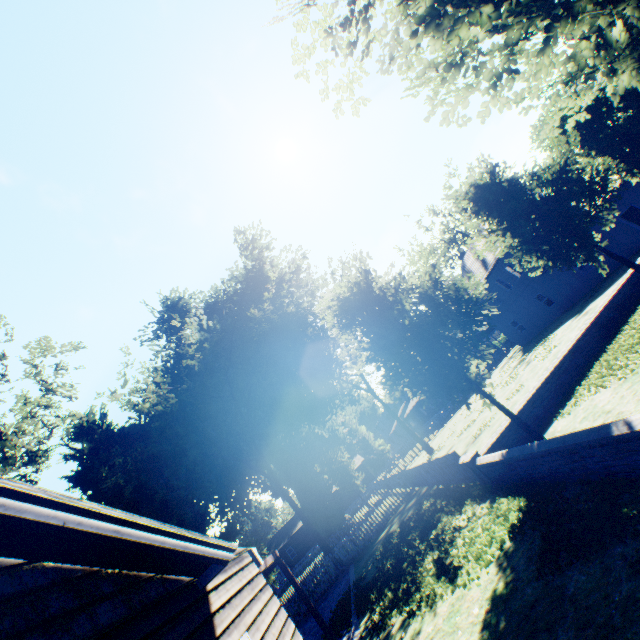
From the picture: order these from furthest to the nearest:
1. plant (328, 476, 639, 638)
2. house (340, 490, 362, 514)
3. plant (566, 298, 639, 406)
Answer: house (340, 490, 362, 514) < plant (566, 298, 639, 406) < plant (328, 476, 639, 638)

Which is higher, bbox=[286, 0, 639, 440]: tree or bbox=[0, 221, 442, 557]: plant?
bbox=[0, 221, 442, 557]: plant

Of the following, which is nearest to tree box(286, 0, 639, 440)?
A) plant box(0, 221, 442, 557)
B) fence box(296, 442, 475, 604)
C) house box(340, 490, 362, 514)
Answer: fence box(296, 442, 475, 604)

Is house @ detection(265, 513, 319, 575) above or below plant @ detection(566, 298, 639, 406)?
above

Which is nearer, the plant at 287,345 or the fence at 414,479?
the fence at 414,479

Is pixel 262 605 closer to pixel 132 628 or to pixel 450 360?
pixel 132 628

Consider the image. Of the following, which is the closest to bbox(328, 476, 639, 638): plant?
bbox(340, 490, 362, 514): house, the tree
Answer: bbox(340, 490, 362, 514): house

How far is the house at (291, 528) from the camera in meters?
50.2
